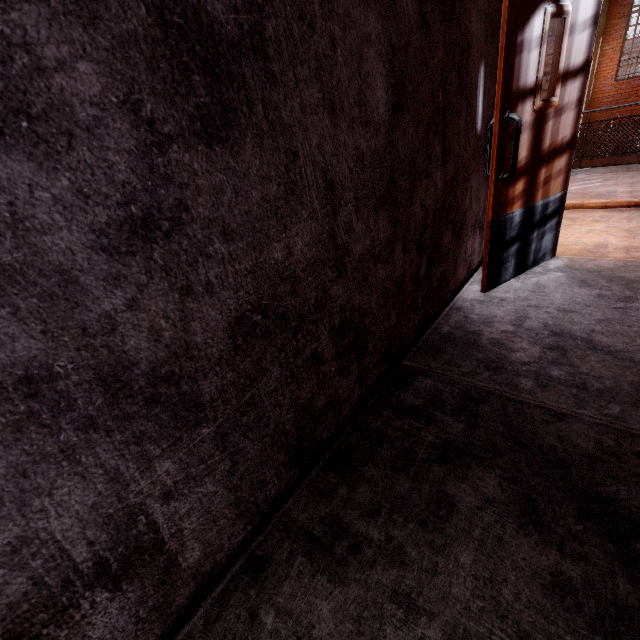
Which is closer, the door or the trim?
the door

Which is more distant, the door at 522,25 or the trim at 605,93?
the trim at 605,93

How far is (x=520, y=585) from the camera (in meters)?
0.94
